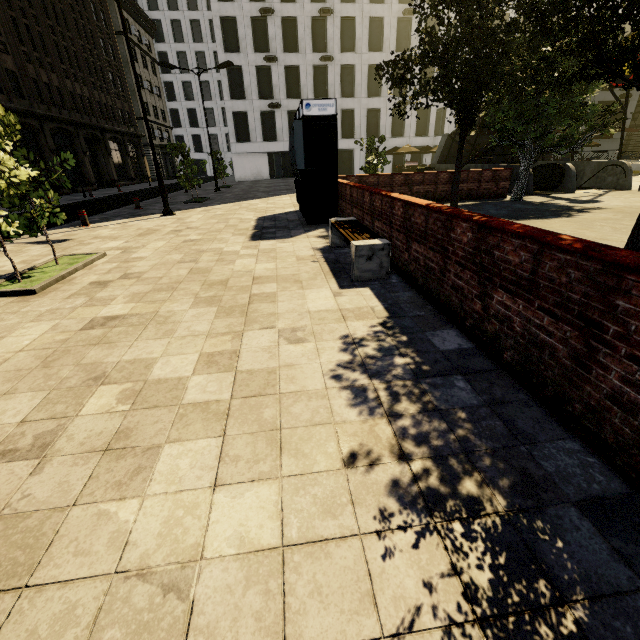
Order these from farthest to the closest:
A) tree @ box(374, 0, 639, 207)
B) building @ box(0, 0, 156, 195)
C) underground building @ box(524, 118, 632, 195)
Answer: building @ box(0, 0, 156, 195) < underground building @ box(524, 118, 632, 195) < tree @ box(374, 0, 639, 207)

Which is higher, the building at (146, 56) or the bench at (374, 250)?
the building at (146, 56)

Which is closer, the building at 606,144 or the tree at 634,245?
the tree at 634,245

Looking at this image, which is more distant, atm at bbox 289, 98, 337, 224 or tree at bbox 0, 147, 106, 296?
atm at bbox 289, 98, 337, 224

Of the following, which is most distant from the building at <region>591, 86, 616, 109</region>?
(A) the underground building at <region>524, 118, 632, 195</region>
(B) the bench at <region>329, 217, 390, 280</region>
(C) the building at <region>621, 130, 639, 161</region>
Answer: (B) the bench at <region>329, 217, 390, 280</region>

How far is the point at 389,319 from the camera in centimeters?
401cm

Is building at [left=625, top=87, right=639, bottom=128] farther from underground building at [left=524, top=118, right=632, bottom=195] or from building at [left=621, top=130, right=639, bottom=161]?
underground building at [left=524, top=118, right=632, bottom=195]

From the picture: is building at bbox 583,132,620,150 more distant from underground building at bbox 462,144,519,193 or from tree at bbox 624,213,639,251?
tree at bbox 624,213,639,251
